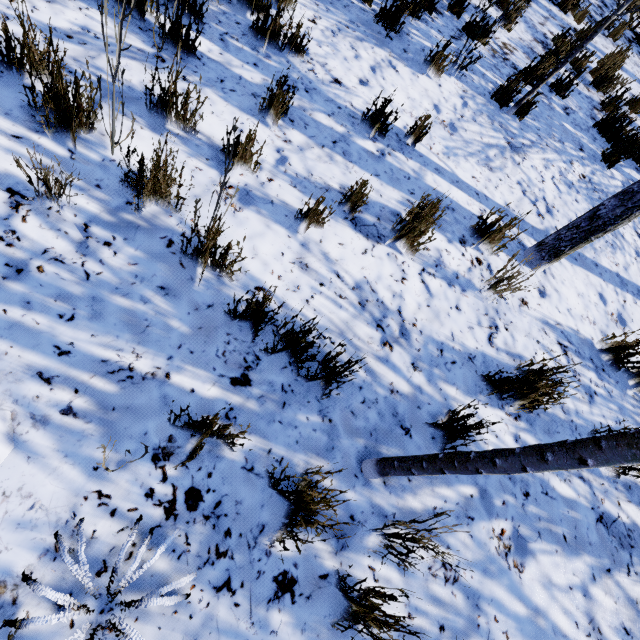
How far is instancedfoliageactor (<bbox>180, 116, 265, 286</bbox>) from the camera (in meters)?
1.75

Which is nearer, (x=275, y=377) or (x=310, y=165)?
(x=275, y=377)

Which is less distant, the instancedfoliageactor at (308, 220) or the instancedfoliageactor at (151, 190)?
the instancedfoliageactor at (151, 190)

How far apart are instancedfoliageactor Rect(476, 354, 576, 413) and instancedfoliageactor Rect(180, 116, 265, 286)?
1.64m

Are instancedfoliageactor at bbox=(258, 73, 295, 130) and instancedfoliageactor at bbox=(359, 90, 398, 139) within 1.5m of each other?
yes

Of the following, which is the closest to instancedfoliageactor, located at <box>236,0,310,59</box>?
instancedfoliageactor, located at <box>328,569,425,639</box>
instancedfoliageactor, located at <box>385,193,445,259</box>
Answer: instancedfoliageactor, located at <box>385,193,445,259</box>

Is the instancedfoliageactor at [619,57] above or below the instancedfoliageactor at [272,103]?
above

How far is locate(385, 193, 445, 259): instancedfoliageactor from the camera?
2.6 meters
